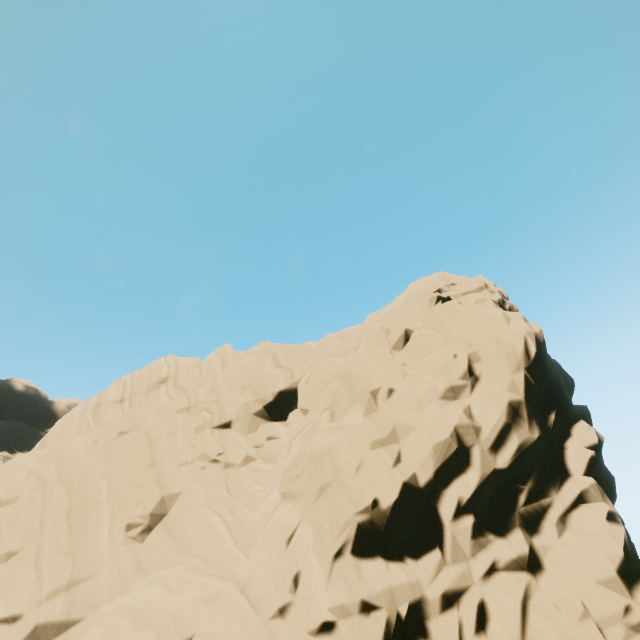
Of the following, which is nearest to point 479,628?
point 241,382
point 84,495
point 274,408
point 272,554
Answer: point 272,554
